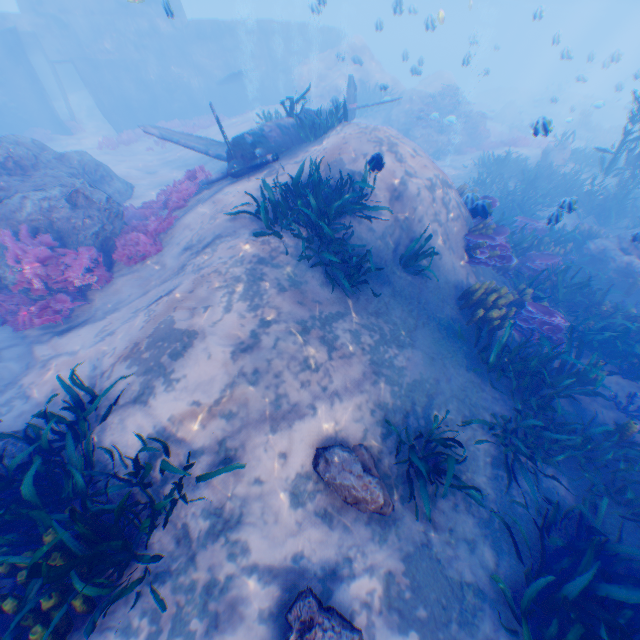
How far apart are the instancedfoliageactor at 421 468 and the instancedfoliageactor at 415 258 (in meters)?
3.33

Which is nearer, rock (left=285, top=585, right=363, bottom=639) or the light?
rock (left=285, top=585, right=363, bottom=639)

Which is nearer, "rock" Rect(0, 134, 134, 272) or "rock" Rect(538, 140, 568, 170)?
"rock" Rect(0, 134, 134, 272)

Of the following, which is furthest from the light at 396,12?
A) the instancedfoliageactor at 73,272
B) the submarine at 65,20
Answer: the instancedfoliageactor at 73,272

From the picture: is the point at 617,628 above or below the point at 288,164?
below

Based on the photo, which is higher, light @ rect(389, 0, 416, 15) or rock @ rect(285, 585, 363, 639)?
light @ rect(389, 0, 416, 15)

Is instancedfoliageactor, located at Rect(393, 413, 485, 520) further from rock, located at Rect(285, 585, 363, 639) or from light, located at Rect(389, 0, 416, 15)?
light, located at Rect(389, 0, 416, 15)

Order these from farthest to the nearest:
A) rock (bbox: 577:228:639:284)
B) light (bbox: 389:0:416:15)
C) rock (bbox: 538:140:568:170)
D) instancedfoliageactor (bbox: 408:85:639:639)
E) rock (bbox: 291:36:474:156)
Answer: rock (bbox: 291:36:474:156), rock (bbox: 538:140:568:170), light (bbox: 389:0:416:15), rock (bbox: 577:228:639:284), instancedfoliageactor (bbox: 408:85:639:639)
